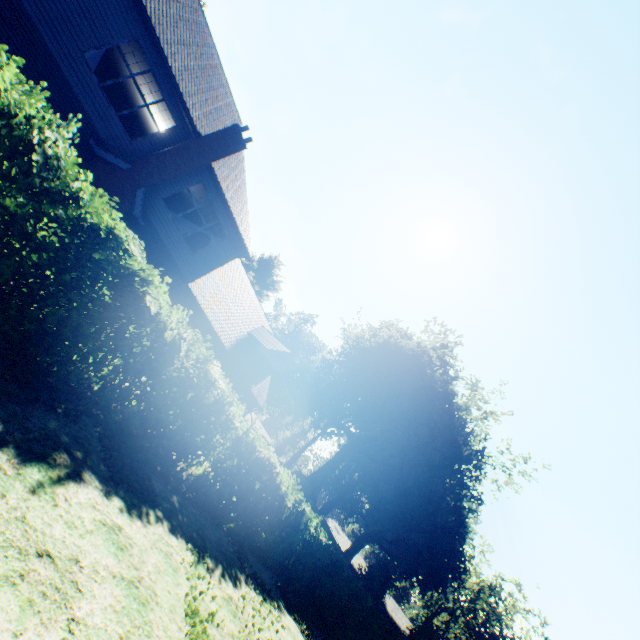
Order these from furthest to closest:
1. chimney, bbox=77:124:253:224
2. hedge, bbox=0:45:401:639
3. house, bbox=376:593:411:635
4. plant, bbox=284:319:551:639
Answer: house, bbox=376:593:411:635
plant, bbox=284:319:551:639
chimney, bbox=77:124:253:224
hedge, bbox=0:45:401:639

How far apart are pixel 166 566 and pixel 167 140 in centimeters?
1441cm

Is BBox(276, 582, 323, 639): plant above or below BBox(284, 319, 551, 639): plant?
below

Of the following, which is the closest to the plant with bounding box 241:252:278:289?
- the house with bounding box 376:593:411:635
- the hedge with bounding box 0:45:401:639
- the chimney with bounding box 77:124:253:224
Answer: the house with bounding box 376:593:411:635

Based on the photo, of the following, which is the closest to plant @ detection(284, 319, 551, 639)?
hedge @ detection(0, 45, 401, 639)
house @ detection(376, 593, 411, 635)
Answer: house @ detection(376, 593, 411, 635)

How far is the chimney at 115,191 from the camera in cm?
1182

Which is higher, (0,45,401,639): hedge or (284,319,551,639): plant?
(284,319,551,639): plant

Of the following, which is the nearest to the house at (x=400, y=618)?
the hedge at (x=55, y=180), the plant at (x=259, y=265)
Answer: the plant at (x=259, y=265)
